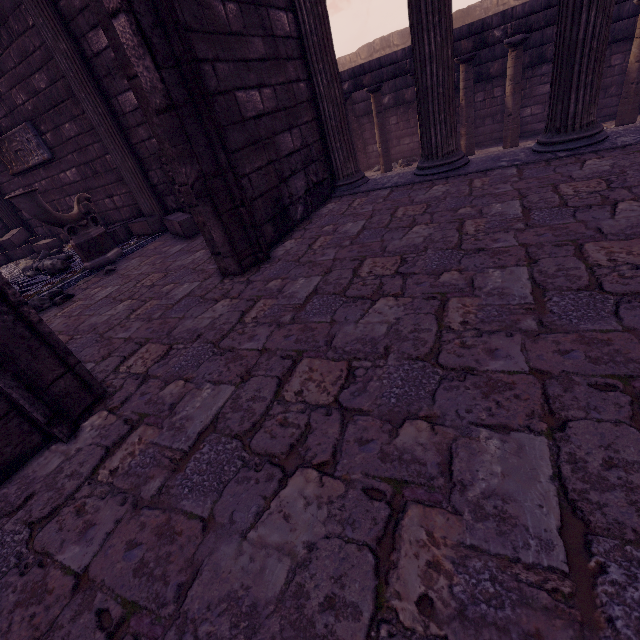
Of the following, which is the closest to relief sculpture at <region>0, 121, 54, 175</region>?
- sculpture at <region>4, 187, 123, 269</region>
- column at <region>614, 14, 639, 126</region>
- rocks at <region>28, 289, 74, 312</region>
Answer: sculpture at <region>4, 187, 123, 269</region>

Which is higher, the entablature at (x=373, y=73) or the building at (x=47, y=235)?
the entablature at (x=373, y=73)

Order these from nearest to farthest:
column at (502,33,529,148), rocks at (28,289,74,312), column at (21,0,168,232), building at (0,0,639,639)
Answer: building at (0,0,639,639), rocks at (28,289,74,312), column at (21,0,168,232), column at (502,33,529,148)

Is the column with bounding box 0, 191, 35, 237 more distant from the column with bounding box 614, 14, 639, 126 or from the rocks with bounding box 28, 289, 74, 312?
the column with bounding box 614, 14, 639, 126

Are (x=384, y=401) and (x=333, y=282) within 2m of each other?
yes

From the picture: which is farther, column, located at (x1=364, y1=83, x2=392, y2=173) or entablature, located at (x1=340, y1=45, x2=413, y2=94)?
column, located at (x1=364, y1=83, x2=392, y2=173)

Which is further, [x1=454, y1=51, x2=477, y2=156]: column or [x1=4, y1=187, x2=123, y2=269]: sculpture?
[x1=454, y1=51, x2=477, y2=156]: column

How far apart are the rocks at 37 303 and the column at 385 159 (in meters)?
8.79
